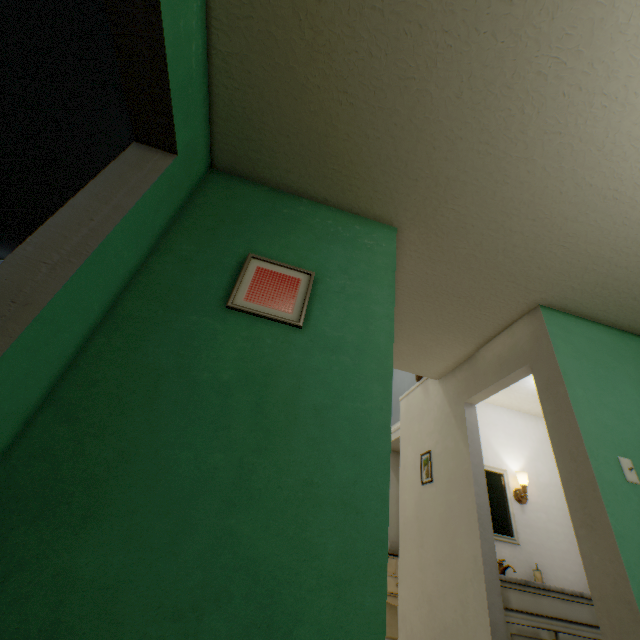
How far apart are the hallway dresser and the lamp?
2.1 meters

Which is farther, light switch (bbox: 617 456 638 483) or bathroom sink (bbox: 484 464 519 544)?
bathroom sink (bbox: 484 464 519 544)

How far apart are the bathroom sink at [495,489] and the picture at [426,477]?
0.3m

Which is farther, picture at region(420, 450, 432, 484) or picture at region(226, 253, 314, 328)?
picture at region(420, 450, 432, 484)

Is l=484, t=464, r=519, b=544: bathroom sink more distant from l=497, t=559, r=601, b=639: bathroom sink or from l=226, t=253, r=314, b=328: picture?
l=226, t=253, r=314, b=328: picture

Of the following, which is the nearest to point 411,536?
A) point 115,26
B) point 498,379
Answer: point 498,379

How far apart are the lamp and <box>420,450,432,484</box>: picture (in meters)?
0.91

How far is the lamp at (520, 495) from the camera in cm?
318
